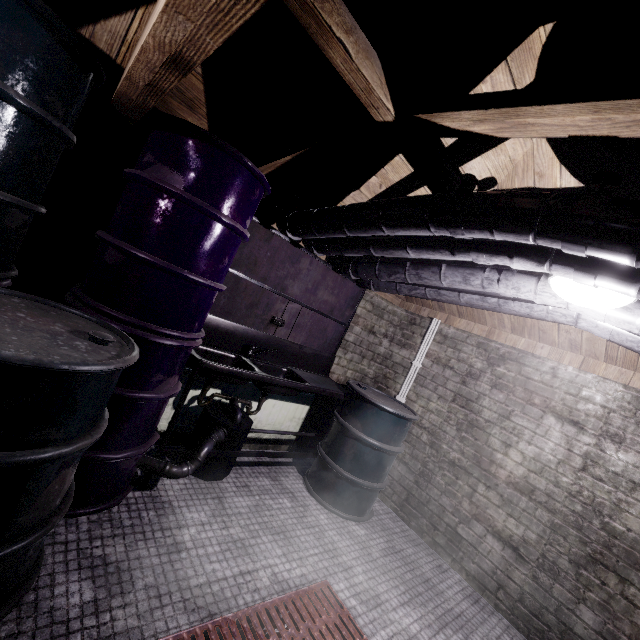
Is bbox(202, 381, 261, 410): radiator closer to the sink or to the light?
the sink

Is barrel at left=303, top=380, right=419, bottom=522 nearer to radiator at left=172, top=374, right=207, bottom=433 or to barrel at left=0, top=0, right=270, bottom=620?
radiator at left=172, top=374, right=207, bottom=433

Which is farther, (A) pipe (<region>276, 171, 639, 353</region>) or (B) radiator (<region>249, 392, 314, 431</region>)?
(B) radiator (<region>249, 392, 314, 431</region>)

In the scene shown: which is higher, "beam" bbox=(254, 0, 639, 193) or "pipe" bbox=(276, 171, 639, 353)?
"beam" bbox=(254, 0, 639, 193)

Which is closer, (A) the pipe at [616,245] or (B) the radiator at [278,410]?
(A) the pipe at [616,245]

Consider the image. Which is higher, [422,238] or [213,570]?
[422,238]

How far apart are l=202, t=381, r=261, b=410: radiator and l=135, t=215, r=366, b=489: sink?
0.05m

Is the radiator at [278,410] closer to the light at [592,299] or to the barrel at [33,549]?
the barrel at [33,549]
